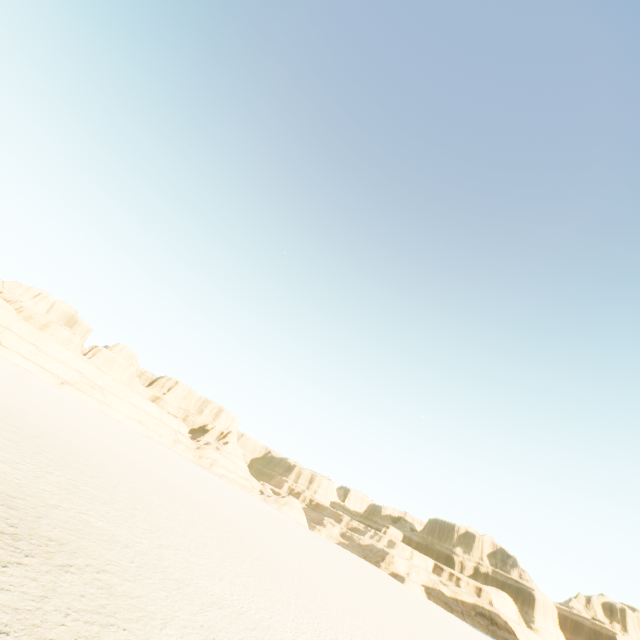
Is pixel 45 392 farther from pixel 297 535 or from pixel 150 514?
pixel 150 514
